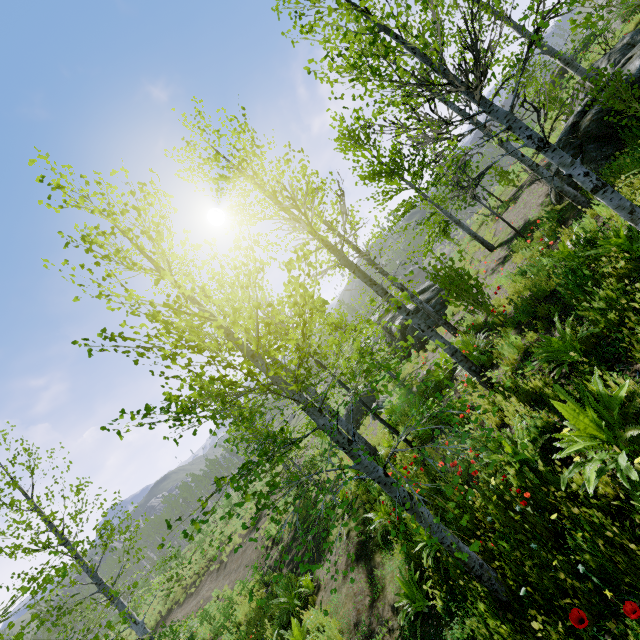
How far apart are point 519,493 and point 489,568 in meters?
1.0 m

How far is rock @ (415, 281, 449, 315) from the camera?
16.61m

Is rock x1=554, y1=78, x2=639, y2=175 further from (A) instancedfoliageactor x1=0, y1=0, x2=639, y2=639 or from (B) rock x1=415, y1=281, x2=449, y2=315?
(B) rock x1=415, y1=281, x2=449, y2=315

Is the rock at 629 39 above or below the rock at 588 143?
above

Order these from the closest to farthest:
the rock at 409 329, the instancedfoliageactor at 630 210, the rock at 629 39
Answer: the instancedfoliageactor at 630 210 < the rock at 629 39 < the rock at 409 329

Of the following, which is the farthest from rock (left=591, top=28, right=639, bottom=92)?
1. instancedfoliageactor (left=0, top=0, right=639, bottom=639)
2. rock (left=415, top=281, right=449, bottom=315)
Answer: rock (left=415, top=281, right=449, bottom=315)

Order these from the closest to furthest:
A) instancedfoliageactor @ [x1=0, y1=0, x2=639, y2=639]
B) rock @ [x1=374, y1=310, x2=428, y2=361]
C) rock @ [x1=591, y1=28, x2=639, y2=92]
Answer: instancedfoliageactor @ [x1=0, y1=0, x2=639, y2=639], rock @ [x1=591, y1=28, x2=639, y2=92], rock @ [x1=374, y1=310, x2=428, y2=361]
